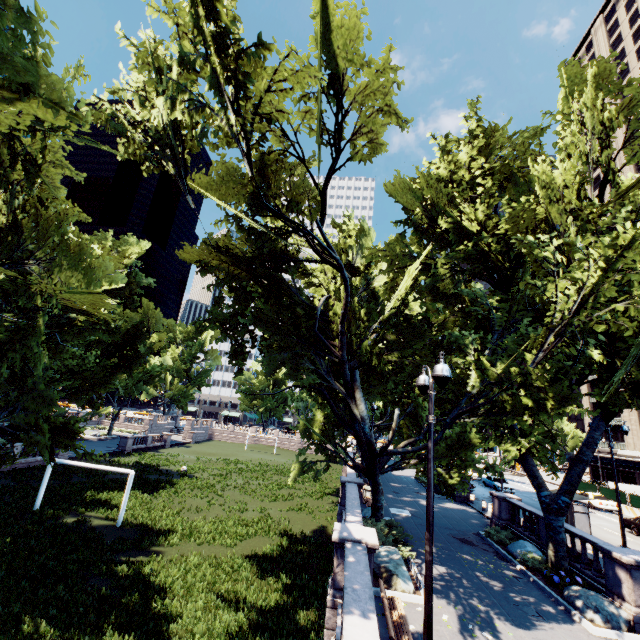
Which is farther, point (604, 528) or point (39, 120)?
point (604, 528)

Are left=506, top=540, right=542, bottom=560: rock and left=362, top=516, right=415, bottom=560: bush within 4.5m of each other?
no

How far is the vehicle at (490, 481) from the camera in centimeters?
3596cm

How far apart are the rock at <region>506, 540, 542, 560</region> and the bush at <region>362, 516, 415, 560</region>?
6.4m

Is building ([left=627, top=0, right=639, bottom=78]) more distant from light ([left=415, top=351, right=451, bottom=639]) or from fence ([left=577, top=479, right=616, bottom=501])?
light ([left=415, top=351, right=451, bottom=639])

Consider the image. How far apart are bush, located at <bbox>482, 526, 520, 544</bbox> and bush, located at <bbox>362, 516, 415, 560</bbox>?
7.2 meters

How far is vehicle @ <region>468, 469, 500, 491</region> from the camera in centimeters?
3596cm

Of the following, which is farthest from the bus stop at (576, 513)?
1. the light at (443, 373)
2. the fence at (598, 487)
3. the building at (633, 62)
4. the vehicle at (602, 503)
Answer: the building at (633, 62)
